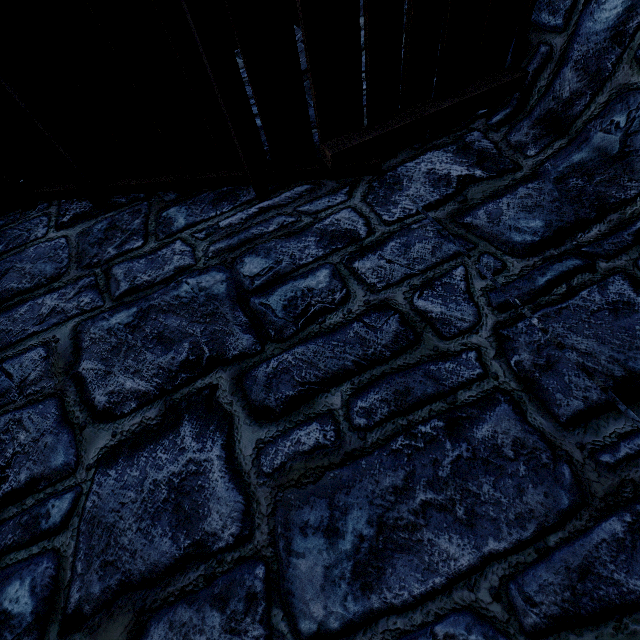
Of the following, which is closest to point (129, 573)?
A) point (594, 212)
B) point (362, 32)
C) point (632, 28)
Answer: point (594, 212)
